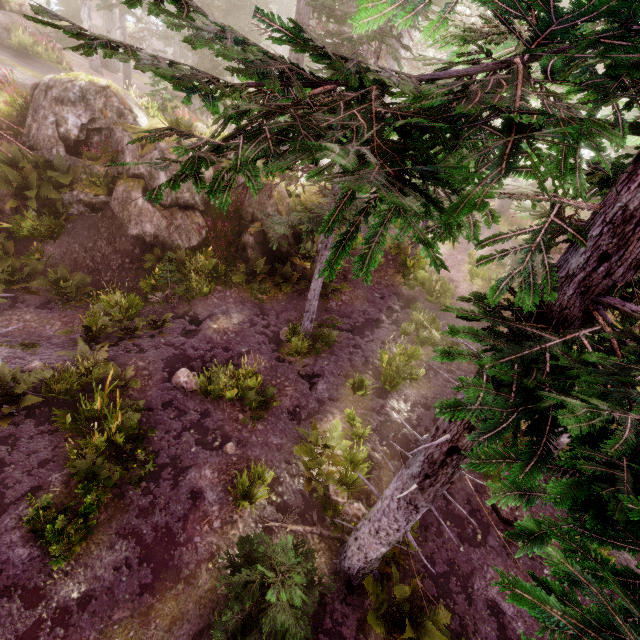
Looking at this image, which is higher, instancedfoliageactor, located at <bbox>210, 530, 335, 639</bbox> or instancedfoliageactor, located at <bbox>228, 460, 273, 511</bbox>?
instancedfoliageactor, located at <bbox>210, 530, 335, 639</bbox>

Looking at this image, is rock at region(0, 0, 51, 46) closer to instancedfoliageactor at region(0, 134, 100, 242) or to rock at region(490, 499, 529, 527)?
instancedfoliageactor at region(0, 134, 100, 242)

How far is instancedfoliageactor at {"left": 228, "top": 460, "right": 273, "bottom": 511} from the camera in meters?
7.2

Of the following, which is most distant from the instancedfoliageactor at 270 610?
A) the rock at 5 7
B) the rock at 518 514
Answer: the rock at 518 514

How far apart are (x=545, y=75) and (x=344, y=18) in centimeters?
742cm

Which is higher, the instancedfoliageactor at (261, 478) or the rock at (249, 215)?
the rock at (249, 215)

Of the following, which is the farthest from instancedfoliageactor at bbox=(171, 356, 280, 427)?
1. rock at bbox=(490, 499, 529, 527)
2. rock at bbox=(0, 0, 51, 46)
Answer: rock at bbox=(490, 499, 529, 527)
